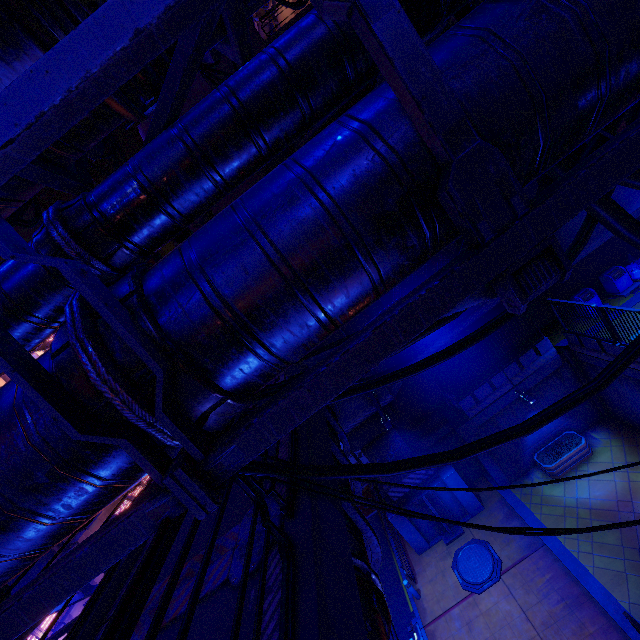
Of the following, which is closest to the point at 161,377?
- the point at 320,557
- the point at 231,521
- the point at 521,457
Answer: the point at 320,557

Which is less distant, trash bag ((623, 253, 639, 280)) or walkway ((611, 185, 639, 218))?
walkway ((611, 185, 639, 218))

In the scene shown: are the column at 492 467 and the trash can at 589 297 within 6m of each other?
no

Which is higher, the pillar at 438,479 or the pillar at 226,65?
the pillar at 226,65

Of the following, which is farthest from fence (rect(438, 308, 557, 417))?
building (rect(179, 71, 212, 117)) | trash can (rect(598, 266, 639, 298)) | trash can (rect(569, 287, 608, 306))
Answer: building (rect(179, 71, 212, 117))

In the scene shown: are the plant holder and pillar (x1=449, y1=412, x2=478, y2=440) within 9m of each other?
yes

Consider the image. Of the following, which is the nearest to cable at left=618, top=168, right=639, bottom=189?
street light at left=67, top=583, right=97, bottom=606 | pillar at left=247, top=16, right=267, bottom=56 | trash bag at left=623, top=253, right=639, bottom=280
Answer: street light at left=67, top=583, right=97, bottom=606

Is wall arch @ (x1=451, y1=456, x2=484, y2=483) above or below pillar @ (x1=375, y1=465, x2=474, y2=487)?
below
